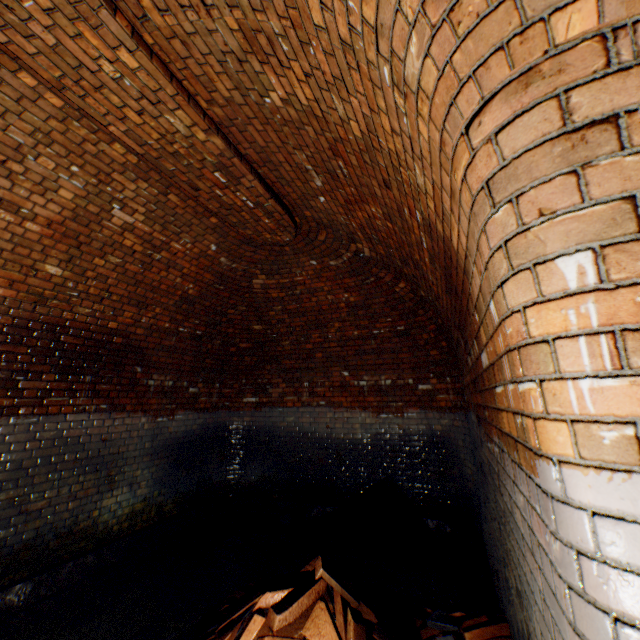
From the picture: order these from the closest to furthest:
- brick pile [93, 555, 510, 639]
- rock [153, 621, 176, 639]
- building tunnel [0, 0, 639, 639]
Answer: building tunnel [0, 0, 639, 639] < brick pile [93, 555, 510, 639] < rock [153, 621, 176, 639]

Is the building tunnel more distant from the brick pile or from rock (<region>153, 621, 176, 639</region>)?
rock (<region>153, 621, 176, 639</region>)

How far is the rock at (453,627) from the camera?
2.3 meters

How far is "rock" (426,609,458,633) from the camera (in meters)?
2.28

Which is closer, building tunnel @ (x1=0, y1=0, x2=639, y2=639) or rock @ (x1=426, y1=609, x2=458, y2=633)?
building tunnel @ (x1=0, y1=0, x2=639, y2=639)

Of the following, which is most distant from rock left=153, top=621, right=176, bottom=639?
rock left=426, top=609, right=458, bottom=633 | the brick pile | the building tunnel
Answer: rock left=426, top=609, right=458, bottom=633

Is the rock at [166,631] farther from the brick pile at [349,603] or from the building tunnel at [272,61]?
the building tunnel at [272,61]

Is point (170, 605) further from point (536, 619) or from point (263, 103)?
point (263, 103)
